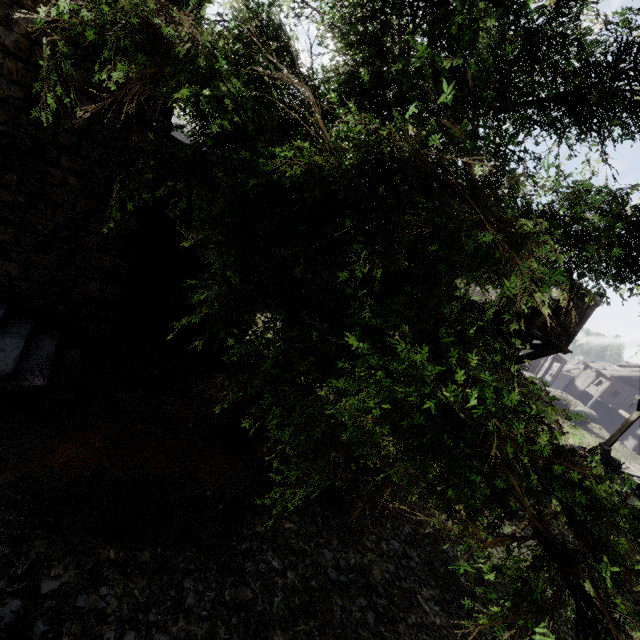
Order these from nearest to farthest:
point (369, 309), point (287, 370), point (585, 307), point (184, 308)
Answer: point (287, 370) → point (369, 309) → point (184, 308) → point (585, 307)

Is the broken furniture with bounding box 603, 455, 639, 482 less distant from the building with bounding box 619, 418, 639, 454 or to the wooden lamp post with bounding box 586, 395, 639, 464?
the wooden lamp post with bounding box 586, 395, 639, 464

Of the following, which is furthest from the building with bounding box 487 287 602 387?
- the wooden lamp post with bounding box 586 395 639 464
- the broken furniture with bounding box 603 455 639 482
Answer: the broken furniture with bounding box 603 455 639 482

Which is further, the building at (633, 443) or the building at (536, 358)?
the building at (633, 443)

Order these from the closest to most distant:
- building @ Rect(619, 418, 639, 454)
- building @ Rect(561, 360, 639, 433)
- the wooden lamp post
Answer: the wooden lamp post < building @ Rect(619, 418, 639, 454) < building @ Rect(561, 360, 639, 433)

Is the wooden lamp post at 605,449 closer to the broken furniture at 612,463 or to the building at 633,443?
the broken furniture at 612,463
